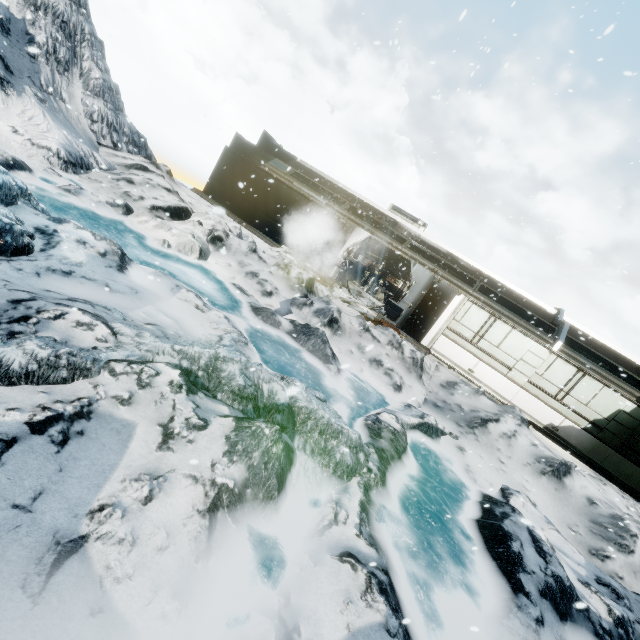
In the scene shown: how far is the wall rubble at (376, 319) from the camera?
12.7m

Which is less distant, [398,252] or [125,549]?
[125,549]

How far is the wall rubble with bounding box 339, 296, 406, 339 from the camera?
12.7m
